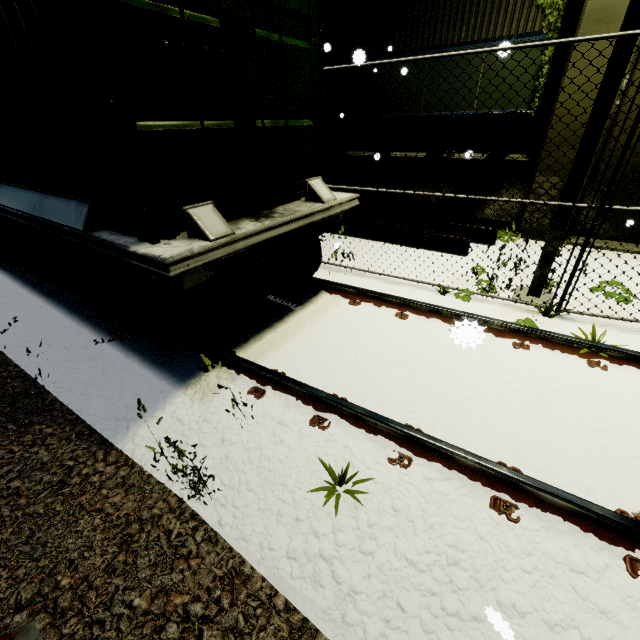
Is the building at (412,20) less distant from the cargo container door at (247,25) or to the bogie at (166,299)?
the cargo container door at (247,25)

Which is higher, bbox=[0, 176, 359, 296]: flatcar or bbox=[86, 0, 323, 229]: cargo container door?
bbox=[86, 0, 323, 229]: cargo container door

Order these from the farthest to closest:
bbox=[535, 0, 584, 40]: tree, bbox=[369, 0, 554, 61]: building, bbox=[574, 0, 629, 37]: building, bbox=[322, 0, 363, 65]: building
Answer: bbox=[322, 0, 363, 65]: building
bbox=[369, 0, 554, 61]: building
bbox=[535, 0, 584, 40]: tree
bbox=[574, 0, 629, 37]: building

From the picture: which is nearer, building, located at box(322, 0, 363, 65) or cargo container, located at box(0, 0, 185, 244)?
cargo container, located at box(0, 0, 185, 244)

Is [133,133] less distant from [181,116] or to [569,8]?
[181,116]

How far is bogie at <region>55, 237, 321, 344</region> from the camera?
3.2 meters

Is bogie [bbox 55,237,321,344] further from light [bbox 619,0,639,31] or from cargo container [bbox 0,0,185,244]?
light [bbox 619,0,639,31]

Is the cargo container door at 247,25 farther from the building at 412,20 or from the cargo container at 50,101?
the building at 412,20
